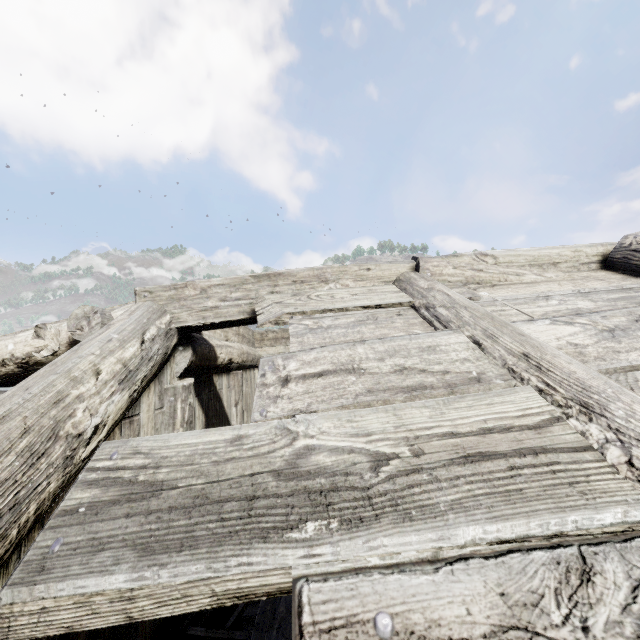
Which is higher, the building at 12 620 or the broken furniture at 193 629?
the building at 12 620

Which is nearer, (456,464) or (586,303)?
(456,464)

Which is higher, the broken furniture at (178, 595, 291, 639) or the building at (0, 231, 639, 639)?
the building at (0, 231, 639, 639)

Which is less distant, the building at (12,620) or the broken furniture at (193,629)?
the building at (12,620)

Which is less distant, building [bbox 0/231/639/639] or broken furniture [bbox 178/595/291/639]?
building [bbox 0/231/639/639]
